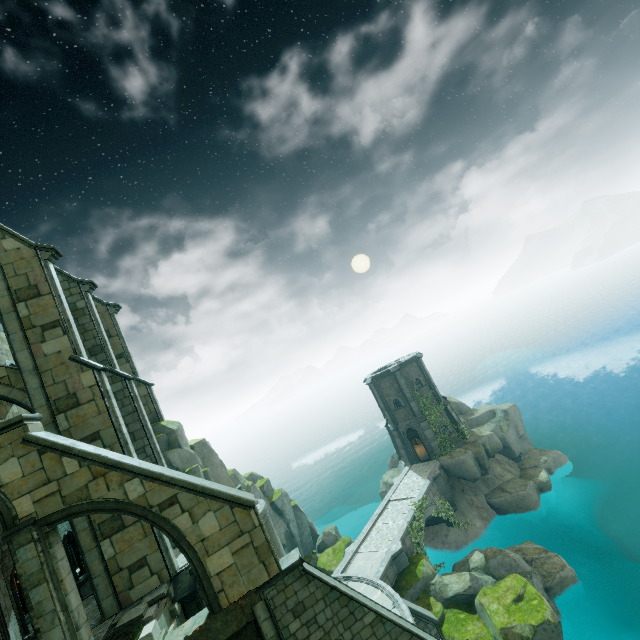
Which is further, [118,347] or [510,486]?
[510,486]

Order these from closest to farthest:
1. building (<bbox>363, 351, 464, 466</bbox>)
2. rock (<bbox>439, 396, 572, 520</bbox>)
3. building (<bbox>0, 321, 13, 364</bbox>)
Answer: building (<bbox>0, 321, 13, 364</bbox>)
rock (<bbox>439, 396, 572, 520</bbox>)
building (<bbox>363, 351, 464, 466</bbox>)

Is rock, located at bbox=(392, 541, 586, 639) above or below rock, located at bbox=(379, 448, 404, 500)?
below

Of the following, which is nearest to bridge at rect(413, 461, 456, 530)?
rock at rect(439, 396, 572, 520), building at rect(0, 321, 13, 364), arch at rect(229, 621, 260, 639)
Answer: rock at rect(439, 396, 572, 520)

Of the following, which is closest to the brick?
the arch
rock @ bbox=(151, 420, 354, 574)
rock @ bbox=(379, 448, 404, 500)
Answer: the arch

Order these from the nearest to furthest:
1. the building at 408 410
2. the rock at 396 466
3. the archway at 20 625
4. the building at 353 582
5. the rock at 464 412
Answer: the archway at 20 625 → the building at 353 582 → the rock at 464 412 → the building at 408 410 → the rock at 396 466

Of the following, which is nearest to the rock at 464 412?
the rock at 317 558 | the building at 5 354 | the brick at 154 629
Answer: the rock at 317 558

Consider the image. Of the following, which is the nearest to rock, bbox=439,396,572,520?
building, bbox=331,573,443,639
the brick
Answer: building, bbox=331,573,443,639
